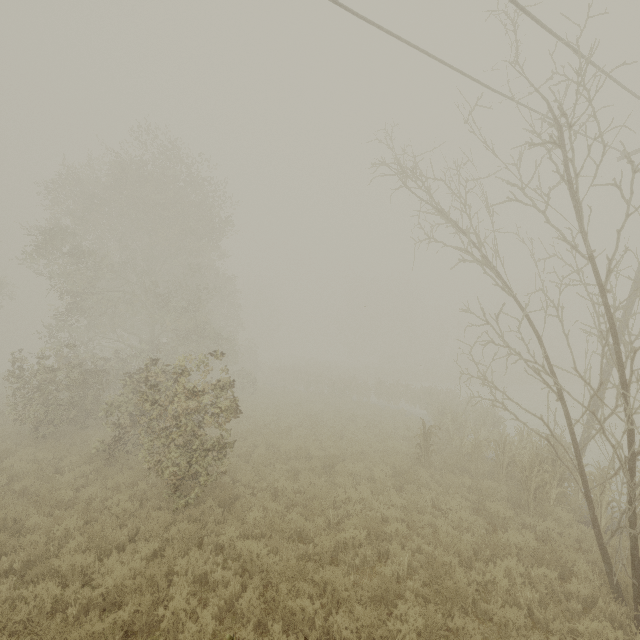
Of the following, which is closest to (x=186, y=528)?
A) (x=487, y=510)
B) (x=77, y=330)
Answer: (x=487, y=510)
